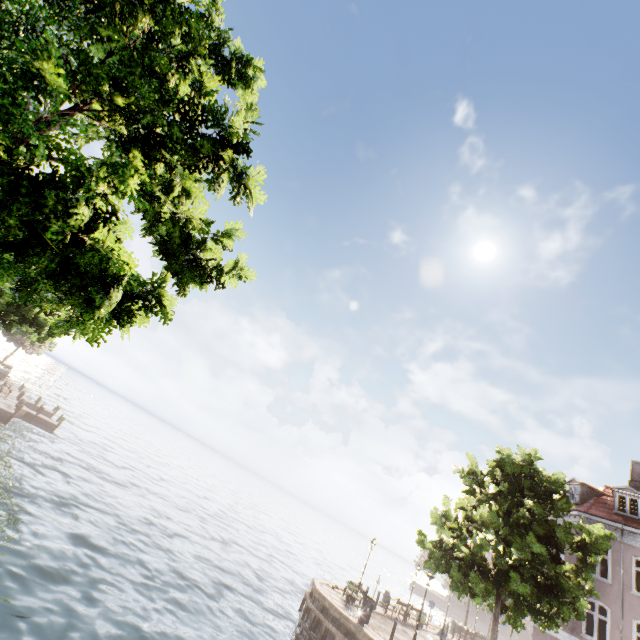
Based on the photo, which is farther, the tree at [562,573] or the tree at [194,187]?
the tree at [562,573]

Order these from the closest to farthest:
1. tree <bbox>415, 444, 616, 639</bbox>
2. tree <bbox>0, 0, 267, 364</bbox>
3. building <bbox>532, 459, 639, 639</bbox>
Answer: tree <bbox>0, 0, 267, 364</bbox> → tree <bbox>415, 444, 616, 639</bbox> → building <bbox>532, 459, 639, 639</bbox>

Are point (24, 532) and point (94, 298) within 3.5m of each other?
no

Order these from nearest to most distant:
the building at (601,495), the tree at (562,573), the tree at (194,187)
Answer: the tree at (194,187) < the tree at (562,573) < the building at (601,495)

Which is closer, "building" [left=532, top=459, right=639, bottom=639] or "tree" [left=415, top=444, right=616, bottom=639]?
"tree" [left=415, top=444, right=616, bottom=639]

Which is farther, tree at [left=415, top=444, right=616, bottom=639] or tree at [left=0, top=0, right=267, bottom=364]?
tree at [left=415, top=444, right=616, bottom=639]
